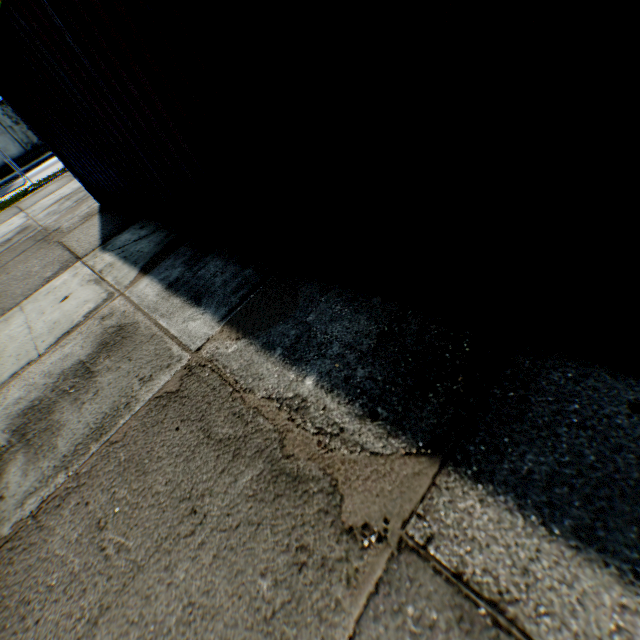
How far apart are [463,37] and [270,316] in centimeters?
200cm
